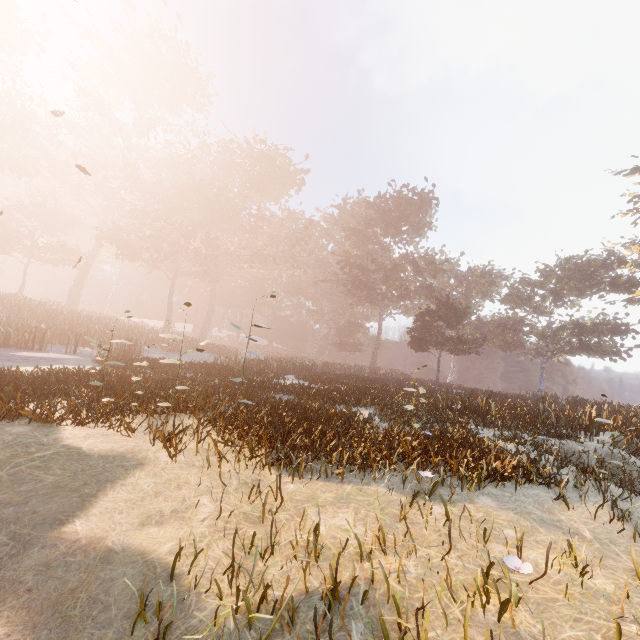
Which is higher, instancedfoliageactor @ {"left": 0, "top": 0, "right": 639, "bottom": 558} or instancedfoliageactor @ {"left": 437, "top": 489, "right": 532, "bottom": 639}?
instancedfoliageactor @ {"left": 0, "top": 0, "right": 639, "bottom": 558}

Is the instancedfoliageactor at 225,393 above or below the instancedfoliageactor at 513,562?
above

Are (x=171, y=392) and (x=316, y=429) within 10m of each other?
yes

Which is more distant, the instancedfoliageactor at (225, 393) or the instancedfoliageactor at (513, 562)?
the instancedfoliageactor at (225, 393)

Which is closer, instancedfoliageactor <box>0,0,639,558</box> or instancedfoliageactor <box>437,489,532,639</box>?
instancedfoliageactor <box>437,489,532,639</box>
